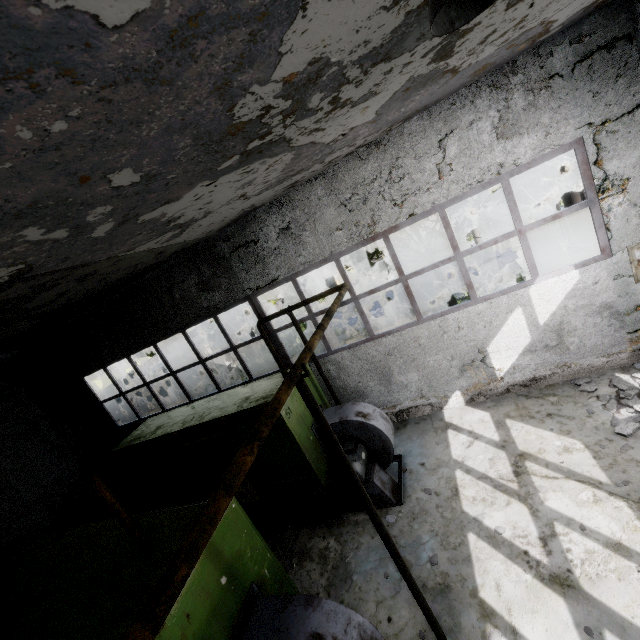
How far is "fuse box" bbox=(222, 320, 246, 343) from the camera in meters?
24.9 m

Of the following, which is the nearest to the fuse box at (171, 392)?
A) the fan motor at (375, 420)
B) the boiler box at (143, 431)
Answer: the boiler box at (143, 431)

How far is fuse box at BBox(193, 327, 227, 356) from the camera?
19.3m

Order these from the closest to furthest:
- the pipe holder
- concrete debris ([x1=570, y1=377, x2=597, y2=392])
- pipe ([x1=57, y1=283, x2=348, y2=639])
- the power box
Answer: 1. pipe ([x1=57, y1=283, x2=348, y2=639])
2. the pipe holder
3. the power box
4. concrete debris ([x1=570, y1=377, x2=597, y2=392])

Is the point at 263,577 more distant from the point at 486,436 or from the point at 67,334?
the point at 67,334

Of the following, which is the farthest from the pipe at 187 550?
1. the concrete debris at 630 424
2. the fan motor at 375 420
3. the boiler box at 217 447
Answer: the boiler box at 217 447

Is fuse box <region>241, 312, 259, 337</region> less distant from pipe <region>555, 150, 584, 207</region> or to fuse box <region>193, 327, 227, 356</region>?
fuse box <region>193, 327, 227, 356</region>
